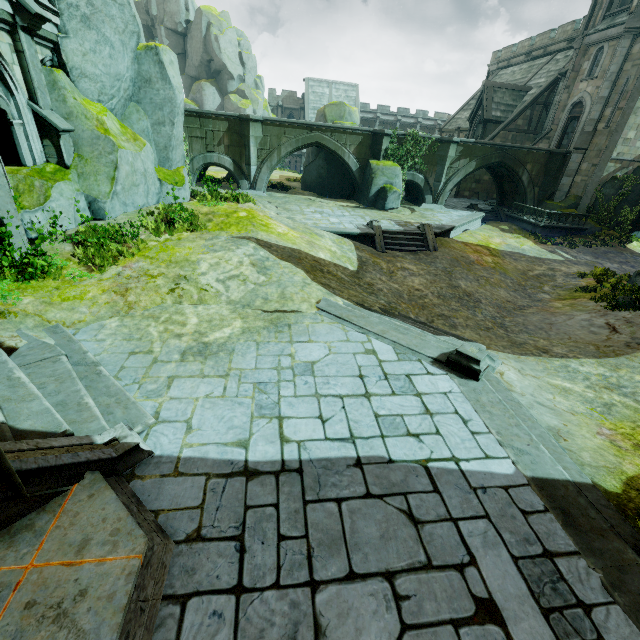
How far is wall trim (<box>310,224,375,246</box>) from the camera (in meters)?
16.19

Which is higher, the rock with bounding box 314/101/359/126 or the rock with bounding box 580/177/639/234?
the rock with bounding box 314/101/359/126

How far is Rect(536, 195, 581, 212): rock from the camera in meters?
25.3

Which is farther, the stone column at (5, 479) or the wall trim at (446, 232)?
the wall trim at (446, 232)

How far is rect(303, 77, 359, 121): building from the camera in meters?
49.8

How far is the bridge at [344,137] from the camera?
21.7 meters

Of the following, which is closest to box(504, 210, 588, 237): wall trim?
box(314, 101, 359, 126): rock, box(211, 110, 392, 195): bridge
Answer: box(211, 110, 392, 195): bridge

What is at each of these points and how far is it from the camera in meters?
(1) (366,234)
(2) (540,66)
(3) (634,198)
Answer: (1) wall trim, 16.4
(2) building, 32.6
(3) rock, 24.0
